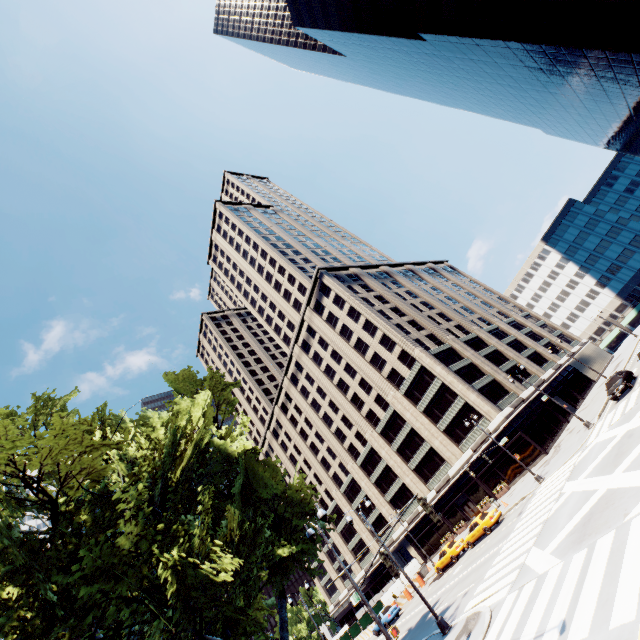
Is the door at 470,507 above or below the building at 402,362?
below

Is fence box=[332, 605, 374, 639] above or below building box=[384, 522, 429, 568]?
below

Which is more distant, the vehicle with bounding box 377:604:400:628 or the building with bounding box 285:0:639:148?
the vehicle with bounding box 377:604:400:628

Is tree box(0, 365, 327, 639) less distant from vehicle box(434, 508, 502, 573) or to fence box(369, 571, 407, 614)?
fence box(369, 571, 407, 614)

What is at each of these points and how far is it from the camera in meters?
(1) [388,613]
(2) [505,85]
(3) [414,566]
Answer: (1) vehicle, 34.1
(2) building, 50.2
(3) fence, 43.2

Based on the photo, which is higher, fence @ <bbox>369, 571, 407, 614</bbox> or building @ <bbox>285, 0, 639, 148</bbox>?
building @ <bbox>285, 0, 639, 148</bbox>

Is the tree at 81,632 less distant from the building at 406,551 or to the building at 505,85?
the building at 406,551

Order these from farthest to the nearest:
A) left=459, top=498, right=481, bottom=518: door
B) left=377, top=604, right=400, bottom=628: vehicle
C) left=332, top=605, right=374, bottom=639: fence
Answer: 1. left=459, top=498, right=481, bottom=518: door
2. left=332, top=605, right=374, bottom=639: fence
3. left=377, top=604, right=400, bottom=628: vehicle
